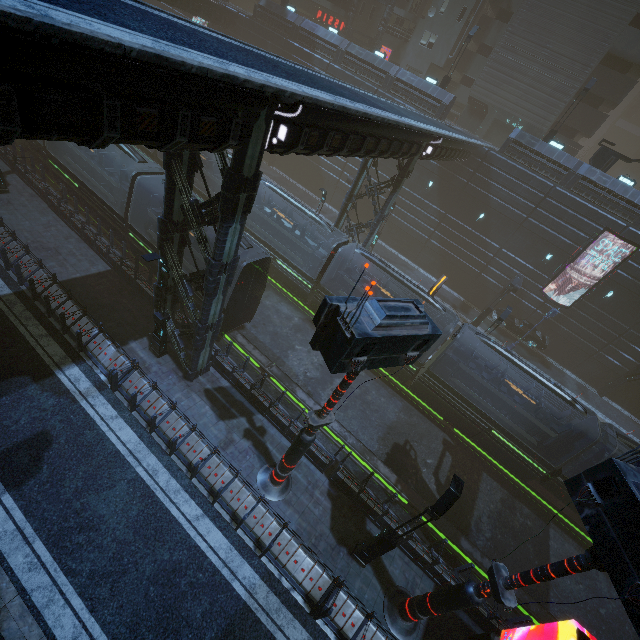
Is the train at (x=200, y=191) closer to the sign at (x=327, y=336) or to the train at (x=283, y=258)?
the train at (x=283, y=258)

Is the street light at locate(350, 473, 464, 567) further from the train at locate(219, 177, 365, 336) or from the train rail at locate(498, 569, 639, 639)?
the train at locate(219, 177, 365, 336)

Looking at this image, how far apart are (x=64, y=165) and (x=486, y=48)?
43.37m

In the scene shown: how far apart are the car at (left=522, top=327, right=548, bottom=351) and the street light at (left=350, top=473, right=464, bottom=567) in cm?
2390

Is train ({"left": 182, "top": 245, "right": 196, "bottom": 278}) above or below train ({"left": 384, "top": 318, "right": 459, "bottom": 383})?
above

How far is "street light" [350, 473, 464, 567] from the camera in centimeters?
897cm

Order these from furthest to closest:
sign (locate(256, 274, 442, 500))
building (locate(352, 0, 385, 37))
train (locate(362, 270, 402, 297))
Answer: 1. building (locate(352, 0, 385, 37))
2. train (locate(362, 270, 402, 297))
3. sign (locate(256, 274, 442, 500))

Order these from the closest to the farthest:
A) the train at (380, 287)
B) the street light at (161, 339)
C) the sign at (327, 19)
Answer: the street light at (161, 339)
the train at (380, 287)
the sign at (327, 19)
